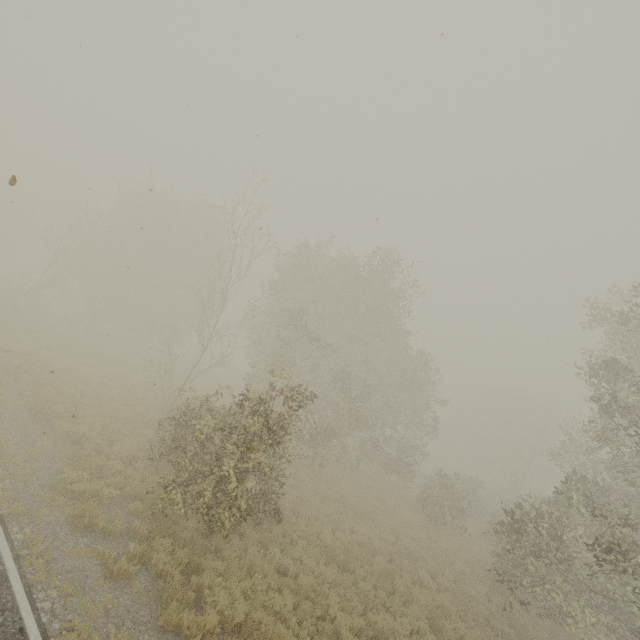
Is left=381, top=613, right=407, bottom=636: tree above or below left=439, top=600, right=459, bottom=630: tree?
above

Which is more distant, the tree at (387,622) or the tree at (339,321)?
the tree at (387,622)

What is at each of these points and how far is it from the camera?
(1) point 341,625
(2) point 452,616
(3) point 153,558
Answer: (1) tree, 8.9 meters
(2) tree, 12.2 meters
(3) tree, 8.2 meters

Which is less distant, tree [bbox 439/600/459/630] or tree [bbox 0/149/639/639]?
tree [bbox 0/149/639/639]

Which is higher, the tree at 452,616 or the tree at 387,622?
the tree at 387,622

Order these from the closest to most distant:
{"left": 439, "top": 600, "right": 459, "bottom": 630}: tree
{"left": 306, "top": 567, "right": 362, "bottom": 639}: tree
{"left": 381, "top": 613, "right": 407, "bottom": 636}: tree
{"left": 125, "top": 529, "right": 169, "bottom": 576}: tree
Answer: {"left": 125, "top": 529, "right": 169, "bottom": 576}: tree
{"left": 306, "top": 567, "right": 362, "bottom": 639}: tree
{"left": 381, "top": 613, "right": 407, "bottom": 636}: tree
{"left": 439, "top": 600, "right": 459, "bottom": 630}: tree
